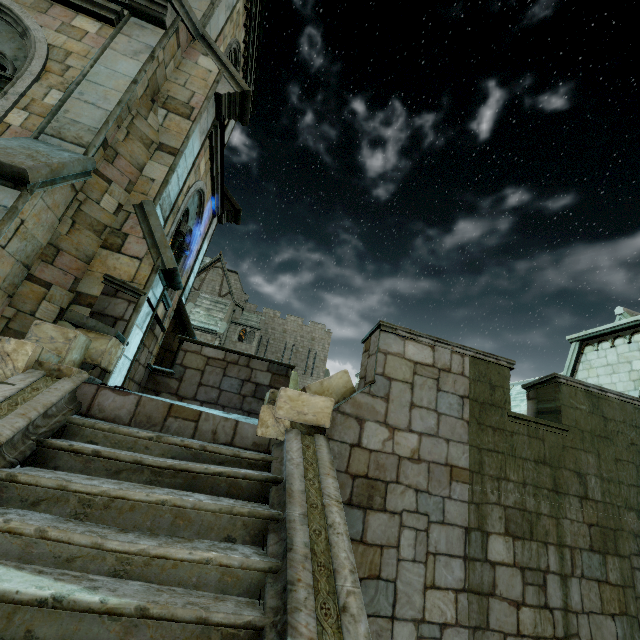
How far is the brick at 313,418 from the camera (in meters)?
3.81

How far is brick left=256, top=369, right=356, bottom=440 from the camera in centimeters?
381cm

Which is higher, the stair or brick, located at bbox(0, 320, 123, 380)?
brick, located at bbox(0, 320, 123, 380)

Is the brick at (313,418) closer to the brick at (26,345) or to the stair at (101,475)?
the stair at (101,475)

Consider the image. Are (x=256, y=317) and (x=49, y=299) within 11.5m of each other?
no

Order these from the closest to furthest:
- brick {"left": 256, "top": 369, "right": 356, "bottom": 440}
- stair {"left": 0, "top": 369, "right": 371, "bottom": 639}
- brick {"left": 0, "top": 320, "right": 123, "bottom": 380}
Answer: stair {"left": 0, "top": 369, "right": 371, "bottom": 639}, brick {"left": 0, "top": 320, "right": 123, "bottom": 380}, brick {"left": 256, "top": 369, "right": 356, "bottom": 440}

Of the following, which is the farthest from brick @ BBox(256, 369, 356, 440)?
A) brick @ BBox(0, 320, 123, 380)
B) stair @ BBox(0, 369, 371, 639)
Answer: brick @ BBox(0, 320, 123, 380)
